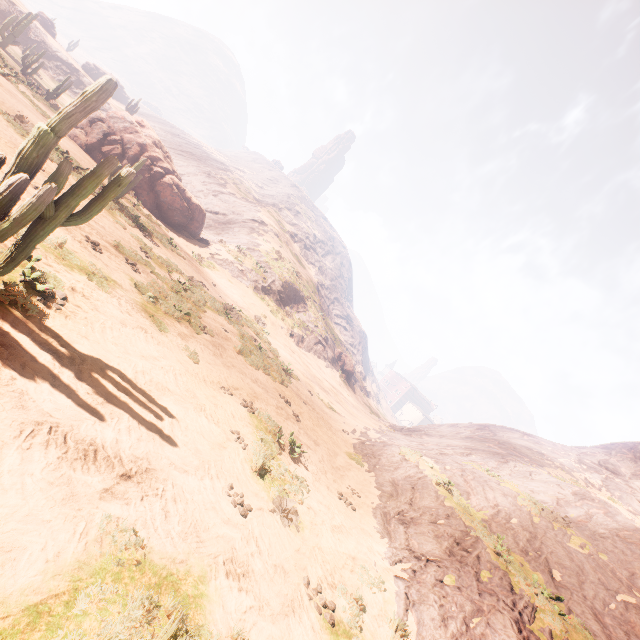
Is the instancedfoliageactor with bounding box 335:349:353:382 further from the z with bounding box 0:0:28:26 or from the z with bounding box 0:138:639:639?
the z with bounding box 0:0:28:26

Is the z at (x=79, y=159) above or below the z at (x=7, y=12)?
below

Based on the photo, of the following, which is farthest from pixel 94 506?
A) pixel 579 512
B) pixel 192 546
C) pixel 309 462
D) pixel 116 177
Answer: pixel 579 512

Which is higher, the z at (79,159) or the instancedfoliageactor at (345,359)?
the instancedfoliageactor at (345,359)

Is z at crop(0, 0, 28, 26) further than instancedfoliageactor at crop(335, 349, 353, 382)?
No

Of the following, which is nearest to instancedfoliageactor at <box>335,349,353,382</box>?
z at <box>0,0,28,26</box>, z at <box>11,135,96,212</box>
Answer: z at <box>11,135,96,212</box>
